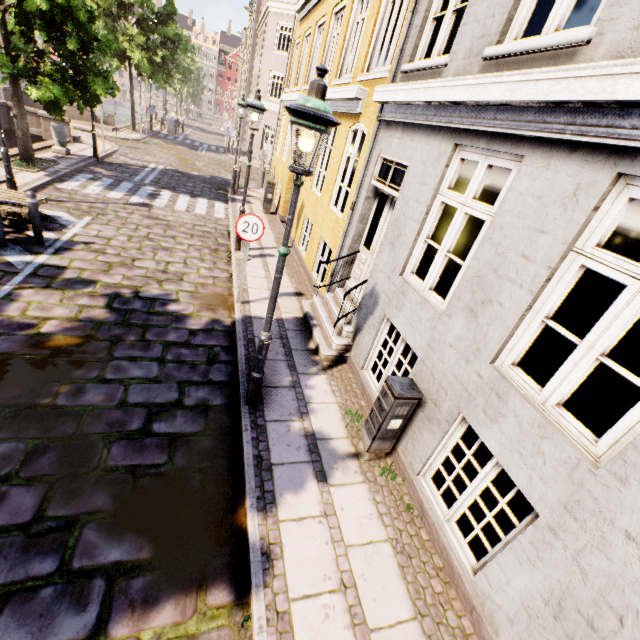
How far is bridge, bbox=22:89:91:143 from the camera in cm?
1514

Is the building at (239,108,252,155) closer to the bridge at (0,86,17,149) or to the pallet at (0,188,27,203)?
the bridge at (0,86,17,149)

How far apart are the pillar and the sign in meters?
12.8

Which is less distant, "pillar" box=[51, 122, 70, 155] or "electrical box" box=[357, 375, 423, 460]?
"electrical box" box=[357, 375, 423, 460]

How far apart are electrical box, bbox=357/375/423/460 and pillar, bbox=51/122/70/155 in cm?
1666

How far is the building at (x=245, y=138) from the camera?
30.0m

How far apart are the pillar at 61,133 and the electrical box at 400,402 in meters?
16.7

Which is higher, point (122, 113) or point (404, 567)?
point (404, 567)
